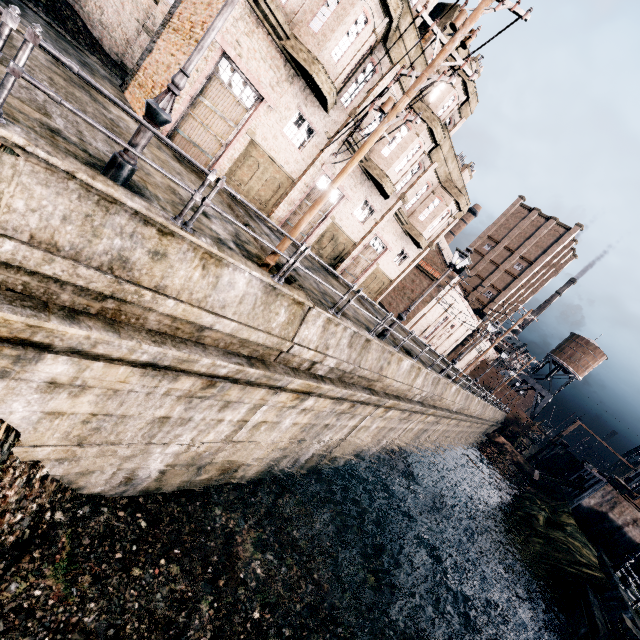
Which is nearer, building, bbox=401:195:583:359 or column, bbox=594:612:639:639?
column, bbox=594:612:639:639

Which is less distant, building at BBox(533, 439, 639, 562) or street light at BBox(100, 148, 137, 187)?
street light at BBox(100, 148, 137, 187)

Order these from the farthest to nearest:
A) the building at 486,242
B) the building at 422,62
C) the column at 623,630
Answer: the building at 486,242 < the building at 422,62 < the column at 623,630

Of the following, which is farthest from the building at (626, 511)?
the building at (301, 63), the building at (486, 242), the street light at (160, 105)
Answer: the street light at (160, 105)

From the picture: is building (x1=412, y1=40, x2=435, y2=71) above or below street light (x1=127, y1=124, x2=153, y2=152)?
above

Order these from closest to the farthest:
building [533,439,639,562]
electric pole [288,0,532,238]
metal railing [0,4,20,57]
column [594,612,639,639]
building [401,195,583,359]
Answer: metal railing [0,4,20,57], electric pole [288,0,532,238], column [594,612,639,639], building [533,439,639,562], building [401,195,583,359]

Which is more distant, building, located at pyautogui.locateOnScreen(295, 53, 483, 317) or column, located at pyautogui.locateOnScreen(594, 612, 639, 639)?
building, located at pyautogui.locateOnScreen(295, 53, 483, 317)

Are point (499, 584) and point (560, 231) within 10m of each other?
no
